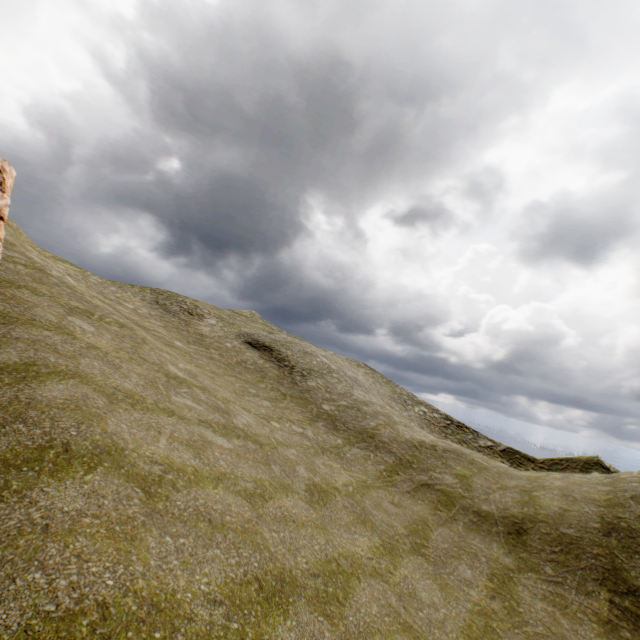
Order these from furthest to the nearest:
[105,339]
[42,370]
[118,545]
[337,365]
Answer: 1. [337,365]
2. [105,339]
3. [42,370]
4. [118,545]
